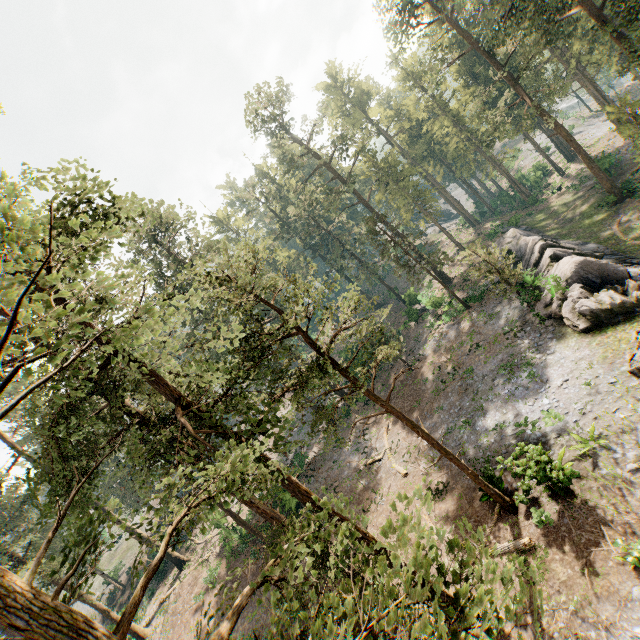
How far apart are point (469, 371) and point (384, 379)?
12.52m

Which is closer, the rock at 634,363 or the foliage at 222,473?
the foliage at 222,473

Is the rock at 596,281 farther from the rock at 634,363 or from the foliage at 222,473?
the foliage at 222,473

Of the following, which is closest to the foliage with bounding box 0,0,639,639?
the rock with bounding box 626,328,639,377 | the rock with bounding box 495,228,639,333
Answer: the rock with bounding box 626,328,639,377

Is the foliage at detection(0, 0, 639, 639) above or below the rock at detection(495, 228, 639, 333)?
above

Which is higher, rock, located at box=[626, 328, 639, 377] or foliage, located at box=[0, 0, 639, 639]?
foliage, located at box=[0, 0, 639, 639]

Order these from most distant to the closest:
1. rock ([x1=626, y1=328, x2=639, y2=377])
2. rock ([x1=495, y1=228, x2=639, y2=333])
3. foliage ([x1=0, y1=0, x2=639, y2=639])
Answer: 1. rock ([x1=495, y1=228, x2=639, y2=333])
2. rock ([x1=626, y1=328, x2=639, y2=377])
3. foliage ([x1=0, y1=0, x2=639, y2=639])
